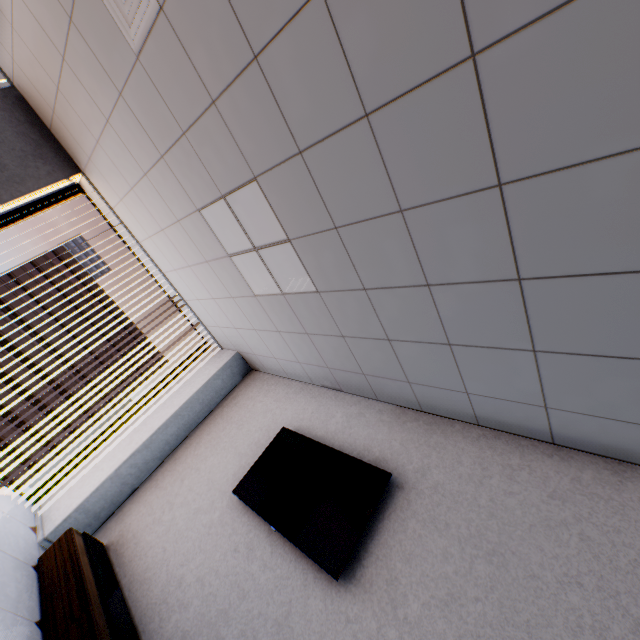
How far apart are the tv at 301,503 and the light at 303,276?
1.46m

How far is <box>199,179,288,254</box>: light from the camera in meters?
2.4

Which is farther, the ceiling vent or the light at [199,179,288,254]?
the light at [199,179,288,254]

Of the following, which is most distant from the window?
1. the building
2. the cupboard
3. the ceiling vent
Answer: the building

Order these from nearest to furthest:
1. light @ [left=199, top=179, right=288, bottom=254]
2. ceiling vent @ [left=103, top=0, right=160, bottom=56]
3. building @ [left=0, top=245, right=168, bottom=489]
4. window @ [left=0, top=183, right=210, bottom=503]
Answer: ceiling vent @ [left=103, top=0, right=160, bottom=56], light @ [left=199, top=179, right=288, bottom=254], window @ [left=0, top=183, right=210, bottom=503], building @ [left=0, top=245, right=168, bottom=489]

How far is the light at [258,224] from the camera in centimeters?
243cm

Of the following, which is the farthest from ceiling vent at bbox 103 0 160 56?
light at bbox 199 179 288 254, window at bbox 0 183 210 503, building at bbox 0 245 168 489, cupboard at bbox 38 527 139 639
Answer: building at bbox 0 245 168 489

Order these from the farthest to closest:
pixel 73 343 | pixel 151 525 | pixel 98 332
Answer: pixel 98 332 → pixel 73 343 → pixel 151 525
